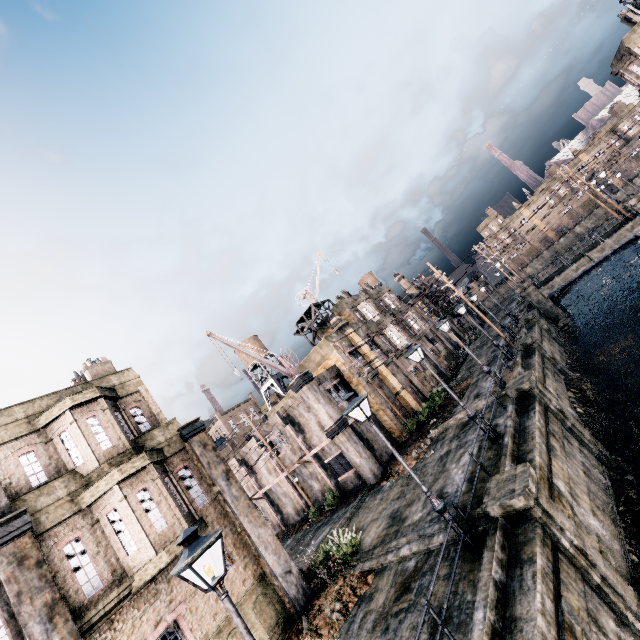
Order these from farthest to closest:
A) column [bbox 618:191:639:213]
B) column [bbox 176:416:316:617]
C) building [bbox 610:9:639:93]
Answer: building [bbox 610:9:639:93] < column [bbox 618:191:639:213] < column [bbox 176:416:316:617]

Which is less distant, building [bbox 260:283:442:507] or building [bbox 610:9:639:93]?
building [bbox 260:283:442:507]

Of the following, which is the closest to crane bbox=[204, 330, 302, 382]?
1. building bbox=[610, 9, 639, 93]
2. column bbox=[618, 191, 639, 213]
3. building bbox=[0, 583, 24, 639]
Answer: building bbox=[0, 583, 24, 639]

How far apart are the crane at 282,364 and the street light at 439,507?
14.3m

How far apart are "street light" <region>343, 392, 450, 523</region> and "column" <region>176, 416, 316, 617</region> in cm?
812

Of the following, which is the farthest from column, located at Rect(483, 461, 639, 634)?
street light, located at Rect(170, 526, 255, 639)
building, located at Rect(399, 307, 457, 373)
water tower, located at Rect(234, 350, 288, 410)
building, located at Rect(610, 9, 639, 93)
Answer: building, located at Rect(610, 9, 639, 93)

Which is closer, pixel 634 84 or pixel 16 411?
pixel 16 411

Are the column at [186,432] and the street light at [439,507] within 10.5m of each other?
yes
